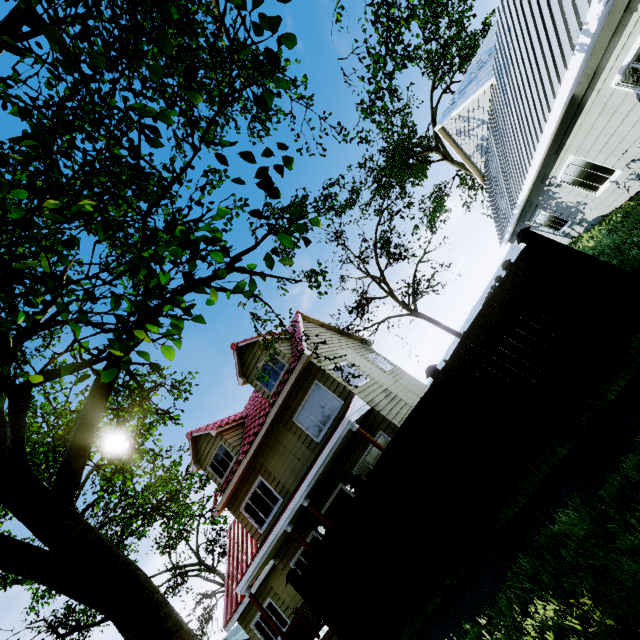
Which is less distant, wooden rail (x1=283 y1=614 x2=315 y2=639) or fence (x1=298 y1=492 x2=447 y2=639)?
A: fence (x1=298 y1=492 x2=447 y2=639)

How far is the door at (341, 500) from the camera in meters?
12.0

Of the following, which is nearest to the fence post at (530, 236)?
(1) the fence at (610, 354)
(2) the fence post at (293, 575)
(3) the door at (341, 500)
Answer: (1) the fence at (610, 354)

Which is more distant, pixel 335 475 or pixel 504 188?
pixel 504 188

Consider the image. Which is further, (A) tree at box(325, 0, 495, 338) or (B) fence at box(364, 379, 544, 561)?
(A) tree at box(325, 0, 495, 338)

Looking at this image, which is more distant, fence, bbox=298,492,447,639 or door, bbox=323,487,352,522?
door, bbox=323,487,352,522

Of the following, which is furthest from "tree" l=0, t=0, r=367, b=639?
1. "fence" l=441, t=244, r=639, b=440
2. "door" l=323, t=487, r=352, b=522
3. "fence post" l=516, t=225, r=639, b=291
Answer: "door" l=323, t=487, r=352, b=522

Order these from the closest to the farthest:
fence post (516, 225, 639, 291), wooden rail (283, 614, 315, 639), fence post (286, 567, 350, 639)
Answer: fence post (516, 225, 639, 291) → fence post (286, 567, 350, 639) → wooden rail (283, 614, 315, 639)
